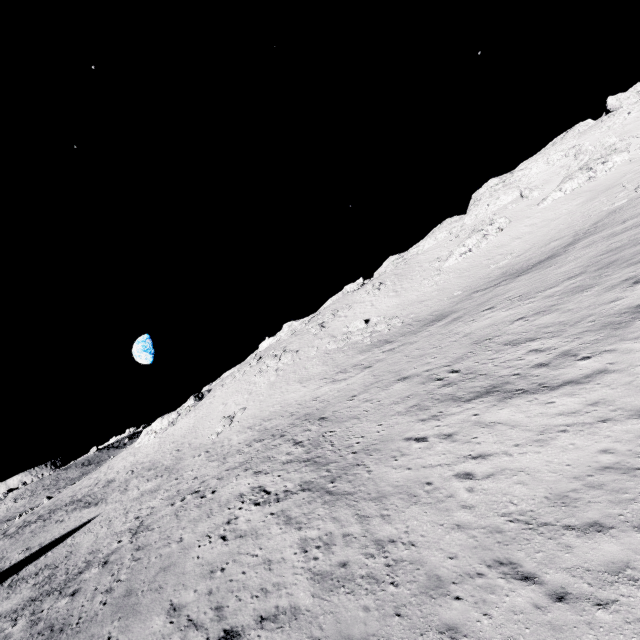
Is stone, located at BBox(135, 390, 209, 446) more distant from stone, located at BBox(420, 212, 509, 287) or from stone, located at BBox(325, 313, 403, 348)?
stone, located at BBox(420, 212, 509, 287)

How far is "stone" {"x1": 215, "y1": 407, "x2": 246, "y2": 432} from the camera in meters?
38.2 m

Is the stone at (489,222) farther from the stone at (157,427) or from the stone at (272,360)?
the stone at (157,427)

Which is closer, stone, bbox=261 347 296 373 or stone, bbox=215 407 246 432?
stone, bbox=215 407 246 432

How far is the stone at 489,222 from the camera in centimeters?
4900cm

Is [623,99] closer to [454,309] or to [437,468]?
[454,309]

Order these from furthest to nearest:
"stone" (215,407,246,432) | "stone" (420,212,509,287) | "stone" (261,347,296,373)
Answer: "stone" (420,212,509,287) → "stone" (261,347,296,373) → "stone" (215,407,246,432)

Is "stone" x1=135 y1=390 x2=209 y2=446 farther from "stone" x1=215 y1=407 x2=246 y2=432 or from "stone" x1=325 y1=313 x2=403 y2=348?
"stone" x1=325 y1=313 x2=403 y2=348
